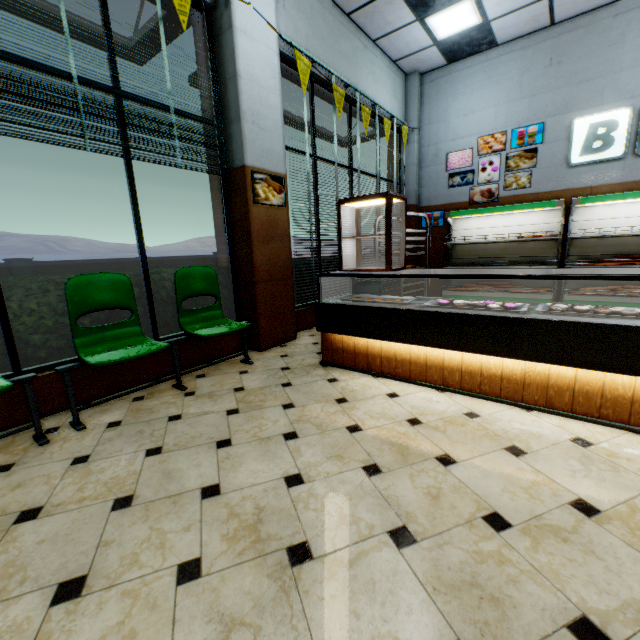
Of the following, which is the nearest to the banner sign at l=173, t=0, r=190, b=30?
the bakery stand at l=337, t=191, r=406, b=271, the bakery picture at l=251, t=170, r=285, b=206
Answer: the bakery picture at l=251, t=170, r=285, b=206

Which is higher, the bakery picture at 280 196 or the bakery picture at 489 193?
the bakery picture at 489 193

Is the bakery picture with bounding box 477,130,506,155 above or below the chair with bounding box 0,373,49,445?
above

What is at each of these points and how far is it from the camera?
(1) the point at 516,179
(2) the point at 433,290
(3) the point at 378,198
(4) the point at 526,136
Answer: (1) bakery picture, 6.5m
(2) building, 7.9m
(3) bakery stand, 3.0m
(4) bakery picture, 6.3m

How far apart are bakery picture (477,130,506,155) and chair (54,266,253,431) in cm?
601

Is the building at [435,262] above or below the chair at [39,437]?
above

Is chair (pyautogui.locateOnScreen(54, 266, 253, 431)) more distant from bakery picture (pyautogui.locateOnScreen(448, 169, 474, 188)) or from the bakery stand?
bakery picture (pyautogui.locateOnScreen(448, 169, 474, 188))

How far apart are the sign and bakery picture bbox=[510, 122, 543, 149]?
0.4m
